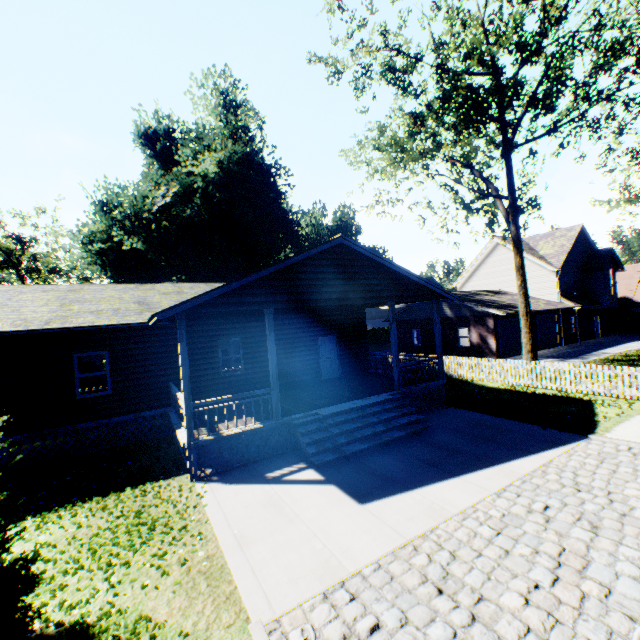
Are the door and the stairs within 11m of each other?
yes

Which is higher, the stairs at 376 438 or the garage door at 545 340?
the garage door at 545 340

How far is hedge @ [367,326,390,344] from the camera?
47.1m

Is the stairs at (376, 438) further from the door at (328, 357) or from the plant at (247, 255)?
the plant at (247, 255)

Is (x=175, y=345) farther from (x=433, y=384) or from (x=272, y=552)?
(x=433, y=384)

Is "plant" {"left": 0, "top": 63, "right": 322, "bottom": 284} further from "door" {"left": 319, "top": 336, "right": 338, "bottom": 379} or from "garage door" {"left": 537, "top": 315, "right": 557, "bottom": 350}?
"garage door" {"left": 537, "top": 315, "right": 557, "bottom": 350}

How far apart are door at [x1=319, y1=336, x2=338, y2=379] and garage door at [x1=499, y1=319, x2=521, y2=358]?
14.4m

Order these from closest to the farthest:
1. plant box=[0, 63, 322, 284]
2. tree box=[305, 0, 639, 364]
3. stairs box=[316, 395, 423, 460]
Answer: stairs box=[316, 395, 423, 460]
tree box=[305, 0, 639, 364]
plant box=[0, 63, 322, 284]
